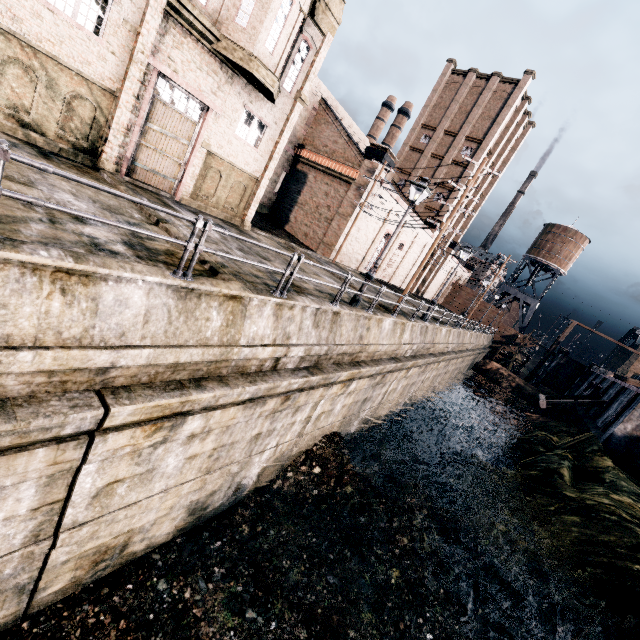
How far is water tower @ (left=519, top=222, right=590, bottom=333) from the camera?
56.41m

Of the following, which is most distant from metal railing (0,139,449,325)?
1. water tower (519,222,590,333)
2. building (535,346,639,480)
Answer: water tower (519,222,590,333)

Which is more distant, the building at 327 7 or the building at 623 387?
the building at 623 387

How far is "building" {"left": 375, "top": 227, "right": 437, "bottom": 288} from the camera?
37.2m

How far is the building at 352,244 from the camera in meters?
29.9 m

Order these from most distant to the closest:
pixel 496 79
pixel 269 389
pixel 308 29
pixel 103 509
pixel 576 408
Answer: pixel 496 79, pixel 576 408, pixel 308 29, pixel 269 389, pixel 103 509

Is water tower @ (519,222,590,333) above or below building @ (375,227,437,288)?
above

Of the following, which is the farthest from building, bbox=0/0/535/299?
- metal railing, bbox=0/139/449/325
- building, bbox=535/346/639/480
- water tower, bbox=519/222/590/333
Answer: building, bbox=535/346/639/480
